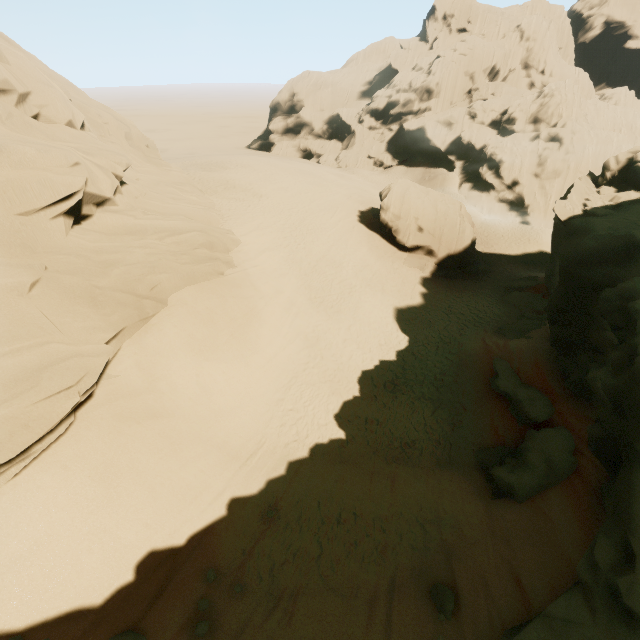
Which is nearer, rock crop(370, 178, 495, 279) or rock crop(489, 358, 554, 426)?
rock crop(489, 358, 554, 426)

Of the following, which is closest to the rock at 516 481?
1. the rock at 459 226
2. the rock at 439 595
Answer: the rock at 439 595

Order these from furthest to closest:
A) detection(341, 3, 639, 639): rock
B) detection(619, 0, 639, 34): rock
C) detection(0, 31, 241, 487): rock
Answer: detection(619, 0, 639, 34): rock < detection(0, 31, 241, 487): rock < detection(341, 3, 639, 639): rock

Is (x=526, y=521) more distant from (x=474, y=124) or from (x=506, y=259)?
(x=474, y=124)

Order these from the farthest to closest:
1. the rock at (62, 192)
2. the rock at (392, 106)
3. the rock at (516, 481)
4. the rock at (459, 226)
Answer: the rock at (459, 226) < the rock at (516, 481) < the rock at (62, 192) < the rock at (392, 106)

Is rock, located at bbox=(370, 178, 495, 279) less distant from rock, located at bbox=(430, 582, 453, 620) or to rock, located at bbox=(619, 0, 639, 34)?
rock, located at bbox=(619, 0, 639, 34)

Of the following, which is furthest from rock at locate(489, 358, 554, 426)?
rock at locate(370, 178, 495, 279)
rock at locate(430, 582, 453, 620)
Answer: rock at locate(370, 178, 495, 279)

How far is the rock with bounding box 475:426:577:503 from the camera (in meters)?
11.13
